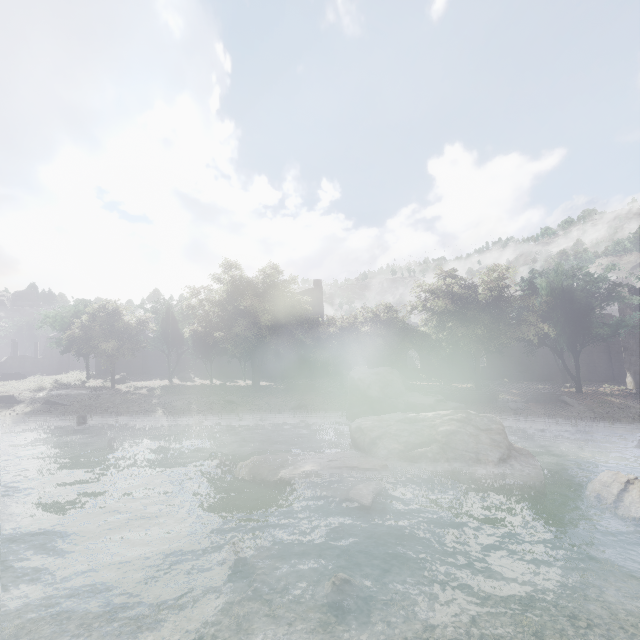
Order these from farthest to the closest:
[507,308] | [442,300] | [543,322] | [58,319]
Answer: [58,319] < [543,322] < [507,308] < [442,300]

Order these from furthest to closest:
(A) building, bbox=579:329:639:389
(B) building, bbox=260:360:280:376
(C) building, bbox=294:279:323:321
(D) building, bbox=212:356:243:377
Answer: (C) building, bbox=294:279:323:321
(B) building, bbox=260:360:280:376
(D) building, bbox=212:356:243:377
(A) building, bbox=579:329:639:389

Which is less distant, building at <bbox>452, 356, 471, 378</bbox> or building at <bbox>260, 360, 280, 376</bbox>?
building at <bbox>452, 356, 471, 378</bbox>

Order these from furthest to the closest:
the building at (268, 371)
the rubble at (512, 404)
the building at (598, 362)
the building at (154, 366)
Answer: the building at (268, 371), the building at (154, 366), the building at (598, 362), the rubble at (512, 404)

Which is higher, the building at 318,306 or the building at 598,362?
the building at 318,306
